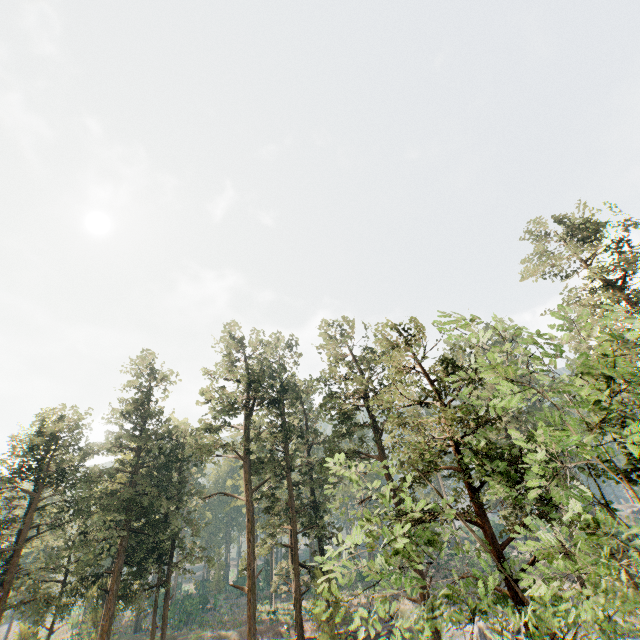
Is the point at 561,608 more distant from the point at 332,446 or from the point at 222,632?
the point at 222,632
